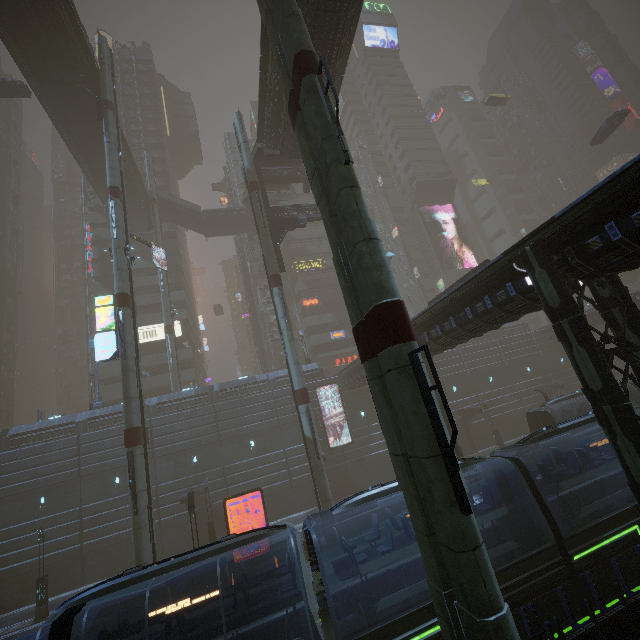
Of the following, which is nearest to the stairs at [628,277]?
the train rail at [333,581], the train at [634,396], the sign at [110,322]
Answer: the train rail at [333,581]

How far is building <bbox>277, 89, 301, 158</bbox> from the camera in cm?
2261

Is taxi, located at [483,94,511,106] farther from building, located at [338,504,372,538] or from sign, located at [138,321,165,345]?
sign, located at [138,321,165,345]

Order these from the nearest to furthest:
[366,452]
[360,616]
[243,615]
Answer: [243,615] < [360,616] < [366,452]

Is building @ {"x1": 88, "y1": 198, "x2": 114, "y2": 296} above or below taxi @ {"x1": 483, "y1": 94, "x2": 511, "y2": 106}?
below

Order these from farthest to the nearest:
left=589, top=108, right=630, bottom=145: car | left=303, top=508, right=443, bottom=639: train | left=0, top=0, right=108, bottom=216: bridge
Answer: left=589, top=108, right=630, bottom=145: car, left=0, top=0, right=108, bottom=216: bridge, left=303, top=508, right=443, bottom=639: train

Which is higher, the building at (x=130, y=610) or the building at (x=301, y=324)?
the building at (x=301, y=324)

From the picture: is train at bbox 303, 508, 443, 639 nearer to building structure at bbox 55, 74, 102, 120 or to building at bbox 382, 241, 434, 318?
building at bbox 382, 241, 434, 318
